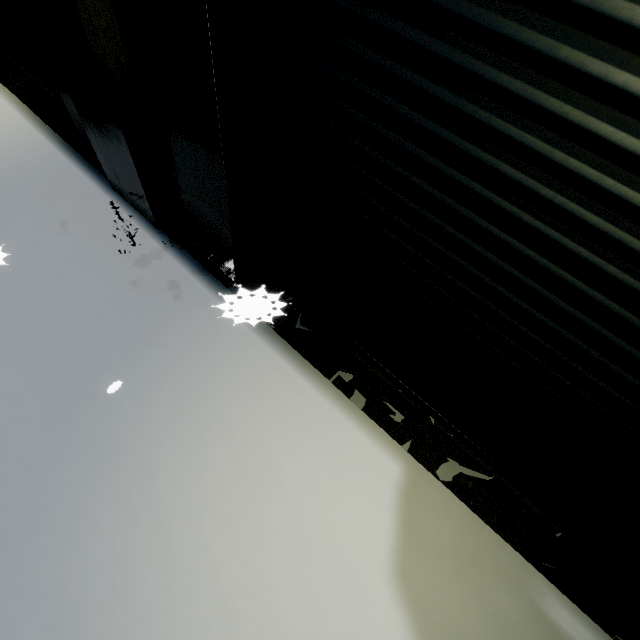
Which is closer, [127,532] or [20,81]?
[127,532]

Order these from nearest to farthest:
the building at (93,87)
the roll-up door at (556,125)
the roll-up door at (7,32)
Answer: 1. the roll-up door at (556,125)
2. the building at (93,87)
3. the roll-up door at (7,32)

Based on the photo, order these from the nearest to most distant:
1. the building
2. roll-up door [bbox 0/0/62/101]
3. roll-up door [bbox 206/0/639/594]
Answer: roll-up door [bbox 206/0/639/594] < the building < roll-up door [bbox 0/0/62/101]

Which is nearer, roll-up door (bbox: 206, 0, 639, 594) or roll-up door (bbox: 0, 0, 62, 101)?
roll-up door (bbox: 206, 0, 639, 594)

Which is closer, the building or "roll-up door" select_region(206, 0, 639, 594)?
"roll-up door" select_region(206, 0, 639, 594)

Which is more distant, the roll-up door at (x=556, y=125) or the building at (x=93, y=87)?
the building at (x=93, y=87)
